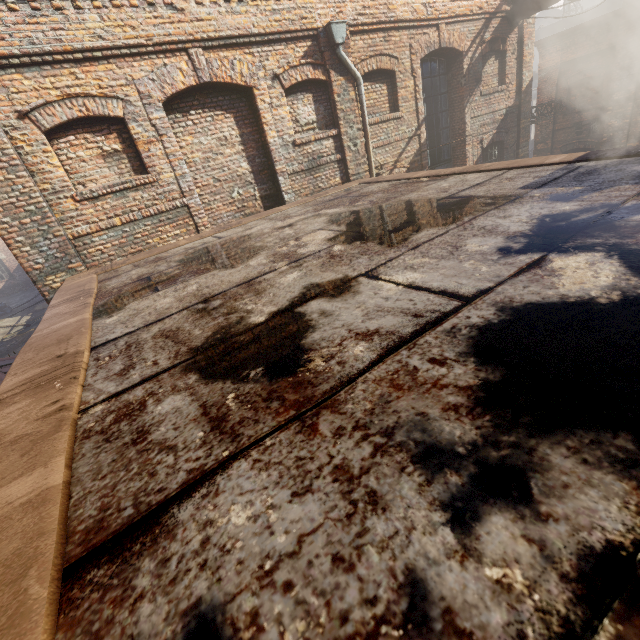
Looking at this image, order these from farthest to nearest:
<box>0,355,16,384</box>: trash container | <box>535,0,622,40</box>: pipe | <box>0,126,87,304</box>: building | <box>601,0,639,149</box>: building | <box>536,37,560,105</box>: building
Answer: <box>535,0,622,40</box>: pipe → <box>536,37,560,105</box>: building → <box>601,0,639,149</box>: building → <box>0,355,16,384</box>: trash container → <box>0,126,87,304</box>: building

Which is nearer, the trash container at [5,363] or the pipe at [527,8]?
the trash container at [5,363]

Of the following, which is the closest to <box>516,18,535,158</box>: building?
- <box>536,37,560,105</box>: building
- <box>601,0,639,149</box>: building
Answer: <box>601,0,639,149</box>: building

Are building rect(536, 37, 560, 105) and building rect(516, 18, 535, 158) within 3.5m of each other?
no

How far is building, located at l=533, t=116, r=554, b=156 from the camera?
15.3 meters

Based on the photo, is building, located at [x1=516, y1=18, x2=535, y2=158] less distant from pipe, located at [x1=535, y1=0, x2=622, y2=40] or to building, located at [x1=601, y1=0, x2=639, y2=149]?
pipe, located at [x1=535, y1=0, x2=622, y2=40]

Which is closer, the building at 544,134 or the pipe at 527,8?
the pipe at 527,8

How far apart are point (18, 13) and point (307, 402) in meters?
7.3
